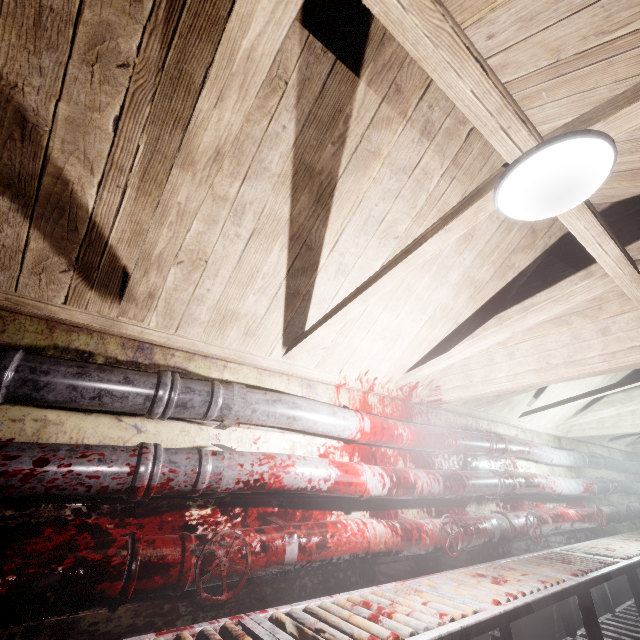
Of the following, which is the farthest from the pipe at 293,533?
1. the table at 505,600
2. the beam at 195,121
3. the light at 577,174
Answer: the light at 577,174

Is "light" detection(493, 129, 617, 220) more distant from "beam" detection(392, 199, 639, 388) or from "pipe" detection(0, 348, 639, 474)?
"pipe" detection(0, 348, 639, 474)

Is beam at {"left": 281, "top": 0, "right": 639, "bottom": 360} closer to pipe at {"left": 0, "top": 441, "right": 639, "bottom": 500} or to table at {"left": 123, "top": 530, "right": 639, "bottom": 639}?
pipe at {"left": 0, "top": 441, "right": 639, "bottom": 500}

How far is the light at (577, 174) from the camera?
0.9 meters

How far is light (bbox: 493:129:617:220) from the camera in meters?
0.9 m

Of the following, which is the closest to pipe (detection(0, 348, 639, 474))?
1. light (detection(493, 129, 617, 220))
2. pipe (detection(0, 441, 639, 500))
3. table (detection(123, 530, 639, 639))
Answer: pipe (detection(0, 441, 639, 500))

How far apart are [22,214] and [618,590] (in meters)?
6.68

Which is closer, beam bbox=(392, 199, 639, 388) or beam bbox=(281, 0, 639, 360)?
beam bbox=(281, 0, 639, 360)
